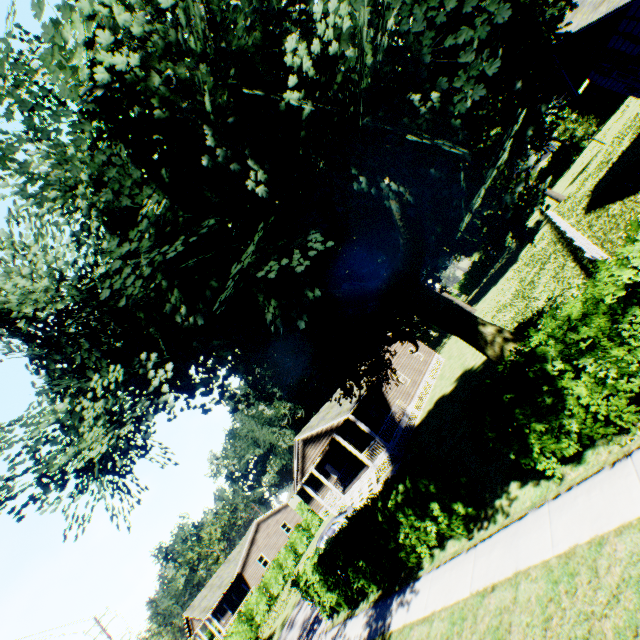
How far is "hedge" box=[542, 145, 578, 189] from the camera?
47.0m

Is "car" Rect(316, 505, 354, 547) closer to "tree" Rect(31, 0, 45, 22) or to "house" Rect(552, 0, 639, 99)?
"tree" Rect(31, 0, 45, 22)

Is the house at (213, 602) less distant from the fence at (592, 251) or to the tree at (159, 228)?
the tree at (159, 228)

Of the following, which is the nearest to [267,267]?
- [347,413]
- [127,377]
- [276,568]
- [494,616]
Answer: [127,377]

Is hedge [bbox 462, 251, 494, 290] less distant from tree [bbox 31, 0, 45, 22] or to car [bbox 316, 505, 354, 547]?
car [bbox 316, 505, 354, 547]

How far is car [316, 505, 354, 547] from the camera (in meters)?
18.28

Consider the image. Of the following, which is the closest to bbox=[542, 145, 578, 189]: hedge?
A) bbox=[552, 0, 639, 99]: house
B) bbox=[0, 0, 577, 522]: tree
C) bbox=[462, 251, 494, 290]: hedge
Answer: bbox=[462, 251, 494, 290]: hedge

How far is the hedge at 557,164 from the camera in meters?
47.0
